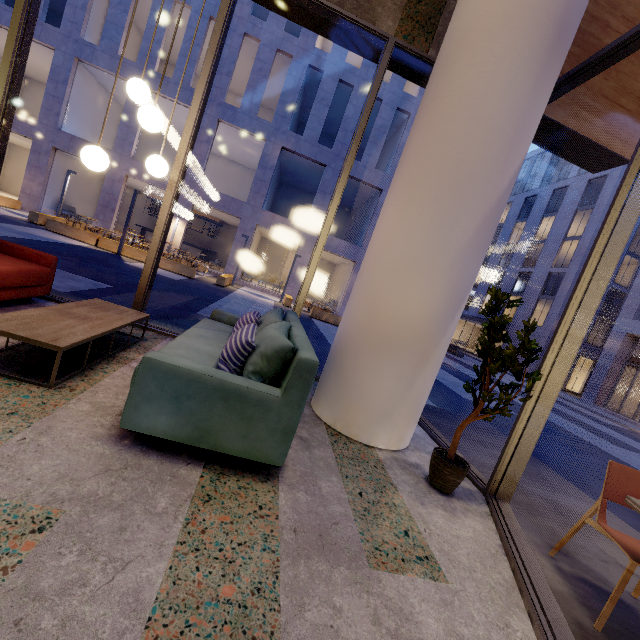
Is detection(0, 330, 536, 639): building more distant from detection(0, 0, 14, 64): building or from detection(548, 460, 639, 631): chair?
detection(0, 0, 14, 64): building

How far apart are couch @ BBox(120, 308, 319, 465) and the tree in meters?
1.4 m

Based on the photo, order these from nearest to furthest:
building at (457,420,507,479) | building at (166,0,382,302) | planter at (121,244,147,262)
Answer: building at (457,420,507,479) < planter at (121,244,147,262) < building at (166,0,382,302)

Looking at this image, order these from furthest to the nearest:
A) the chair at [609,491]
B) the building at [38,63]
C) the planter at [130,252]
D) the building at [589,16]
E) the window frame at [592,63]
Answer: the building at [38,63]
the planter at [130,252]
the building at [589,16]
the window frame at [592,63]
the chair at [609,491]

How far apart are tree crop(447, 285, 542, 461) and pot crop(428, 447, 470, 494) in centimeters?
5cm

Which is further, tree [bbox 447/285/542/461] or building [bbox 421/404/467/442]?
building [bbox 421/404/467/442]

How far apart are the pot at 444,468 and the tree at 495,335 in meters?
0.1 m

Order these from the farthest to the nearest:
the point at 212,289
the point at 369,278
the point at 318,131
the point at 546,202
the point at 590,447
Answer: the point at 546,202, the point at 318,131, the point at 212,289, the point at 590,447, the point at 369,278
